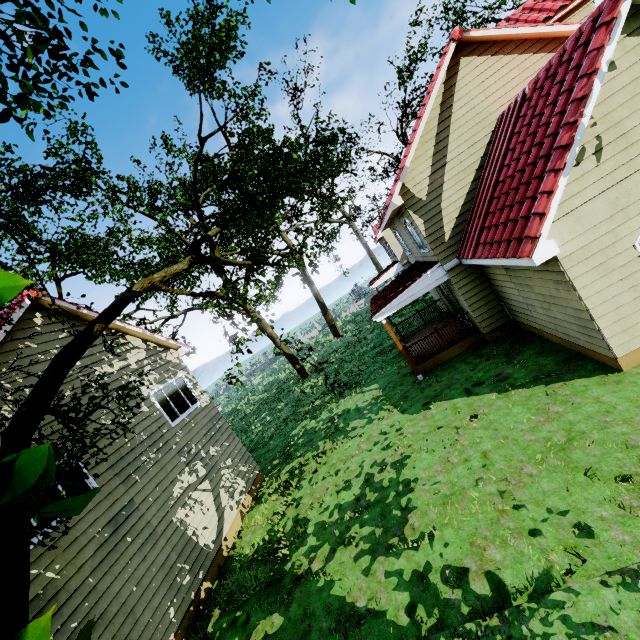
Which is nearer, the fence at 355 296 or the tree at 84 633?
the tree at 84 633

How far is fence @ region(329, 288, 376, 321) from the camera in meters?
46.0

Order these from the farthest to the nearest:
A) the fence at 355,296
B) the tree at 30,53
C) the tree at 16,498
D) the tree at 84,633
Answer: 1. the fence at 355,296
2. the tree at 16,498
3. the tree at 30,53
4. the tree at 84,633

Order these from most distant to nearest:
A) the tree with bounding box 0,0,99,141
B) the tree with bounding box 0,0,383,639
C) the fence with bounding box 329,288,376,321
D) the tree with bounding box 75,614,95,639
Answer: the fence with bounding box 329,288,376,321 → the tree with bounding box 0,0,383,639 → the tree with bounding box 0,0,99,141 → the tree with bounding box 75,614,95,639

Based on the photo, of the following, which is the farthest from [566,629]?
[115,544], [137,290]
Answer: [115,544]

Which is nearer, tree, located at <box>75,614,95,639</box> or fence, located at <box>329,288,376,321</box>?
tree, located at <box>75,614,95,639</box>

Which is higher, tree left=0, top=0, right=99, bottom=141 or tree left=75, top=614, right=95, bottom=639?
tree left=0, top=0, right=99, bottom=141
